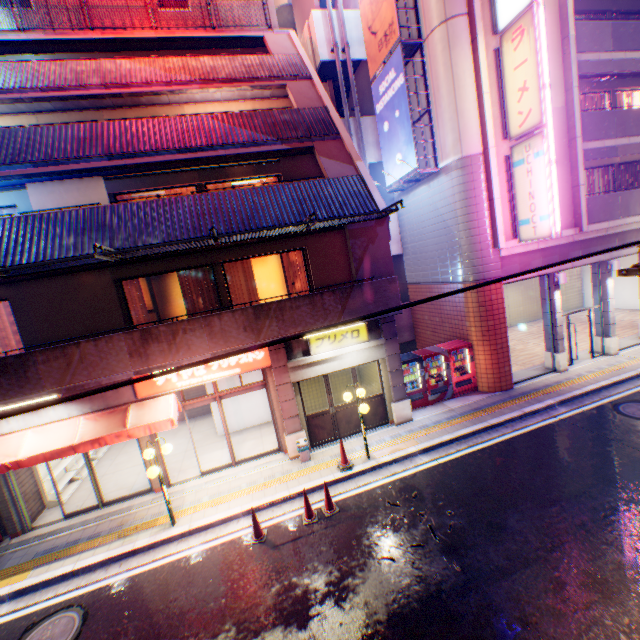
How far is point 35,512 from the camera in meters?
10.1

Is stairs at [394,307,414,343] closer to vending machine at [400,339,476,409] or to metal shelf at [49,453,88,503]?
vending machine at [400,339,476,409]

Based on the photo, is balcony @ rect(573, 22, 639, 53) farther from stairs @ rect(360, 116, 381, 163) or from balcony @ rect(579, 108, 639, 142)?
stairs @ rect(360, 116, 381, 163)

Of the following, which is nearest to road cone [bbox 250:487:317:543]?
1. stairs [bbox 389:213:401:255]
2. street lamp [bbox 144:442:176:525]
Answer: street lamp [bbox 144:442:176:525]

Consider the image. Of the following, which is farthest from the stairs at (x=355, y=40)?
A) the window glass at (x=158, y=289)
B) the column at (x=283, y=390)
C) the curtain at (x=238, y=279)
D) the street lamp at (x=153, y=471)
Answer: the street lamp at (x=153, y=471)

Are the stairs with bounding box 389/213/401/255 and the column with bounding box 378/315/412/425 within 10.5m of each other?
yes

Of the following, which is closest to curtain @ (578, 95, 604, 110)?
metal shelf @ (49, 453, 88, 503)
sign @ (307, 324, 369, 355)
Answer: sign @ (307, 324, 369, 355)

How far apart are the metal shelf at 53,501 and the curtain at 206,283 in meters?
6.4
